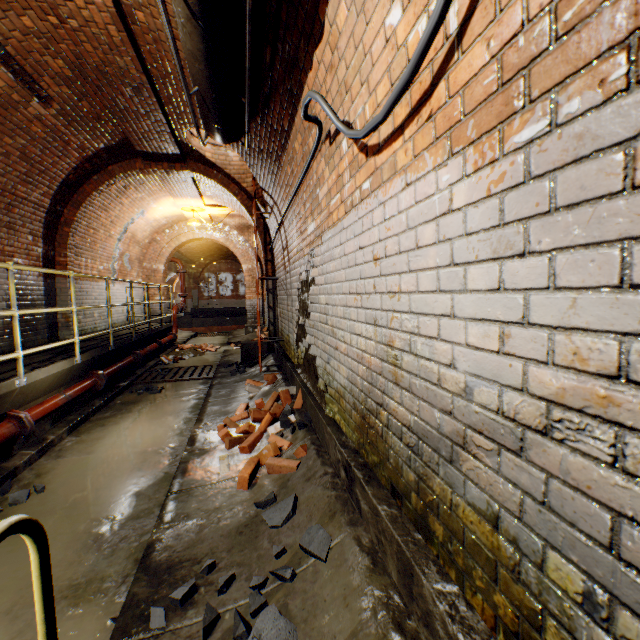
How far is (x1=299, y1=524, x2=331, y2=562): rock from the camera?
1.8 meters

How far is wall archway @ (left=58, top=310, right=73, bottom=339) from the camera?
6.8m

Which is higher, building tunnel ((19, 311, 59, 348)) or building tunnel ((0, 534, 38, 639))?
building tunnel ((19, 311, 59, 348))

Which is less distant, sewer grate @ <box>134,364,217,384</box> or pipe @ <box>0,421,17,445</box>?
pipe @ <box>0,421,17,445</box>

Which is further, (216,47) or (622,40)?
(216,47)

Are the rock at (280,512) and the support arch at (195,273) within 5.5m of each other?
no

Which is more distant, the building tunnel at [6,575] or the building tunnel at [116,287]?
the building tunnel at [116,287]

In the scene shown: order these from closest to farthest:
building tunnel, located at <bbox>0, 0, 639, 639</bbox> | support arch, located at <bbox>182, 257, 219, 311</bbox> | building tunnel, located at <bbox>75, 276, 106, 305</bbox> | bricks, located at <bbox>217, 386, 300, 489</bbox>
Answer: building tunnel, located at <bbox>0, 0, 639, 639</bbox>, bricks, located at <bbox>217, 386, 300, 489</bbox>, building tunnel, located at <bbox>75, 276, 106, 305</bbox>, support arch, located at <bbox>182, 257, 219, 311</bbox>
